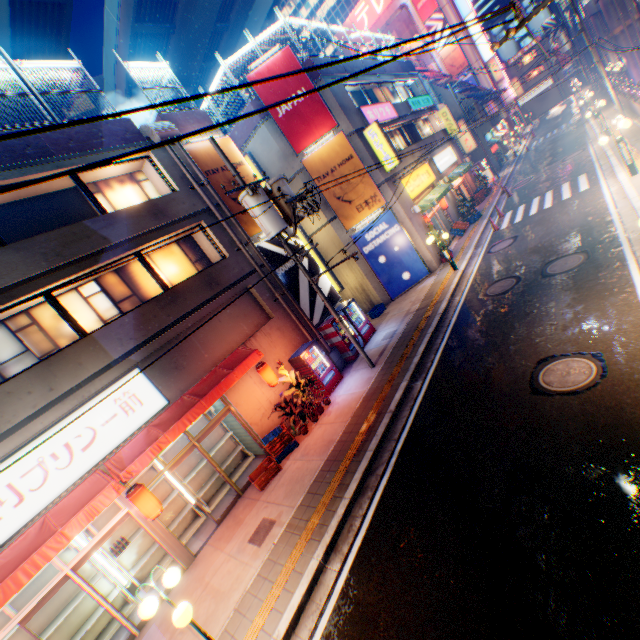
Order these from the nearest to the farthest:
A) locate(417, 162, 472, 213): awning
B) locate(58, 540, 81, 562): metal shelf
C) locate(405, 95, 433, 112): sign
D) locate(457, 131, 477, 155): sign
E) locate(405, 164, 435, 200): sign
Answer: locate(58, 540, 81, 562): metal shelf < locate(417, 162, 472, 213): awning < locate(405, 164, 435, 200): sign < locate(405, 95, 433, 112): sign < locate(457, 131, 477, 155): sign

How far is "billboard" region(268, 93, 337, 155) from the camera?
16.2 meters

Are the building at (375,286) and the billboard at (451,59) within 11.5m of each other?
no

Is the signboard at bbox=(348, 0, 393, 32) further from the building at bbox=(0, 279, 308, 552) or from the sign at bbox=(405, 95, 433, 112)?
the building at bbox=(0, 279, 308, 552)

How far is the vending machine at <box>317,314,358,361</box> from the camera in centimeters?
1414cm

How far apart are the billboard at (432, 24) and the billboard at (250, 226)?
Result: 53.6 meters

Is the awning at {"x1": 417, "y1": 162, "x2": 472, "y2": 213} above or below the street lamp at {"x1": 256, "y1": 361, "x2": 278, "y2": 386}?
above

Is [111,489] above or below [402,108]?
below
